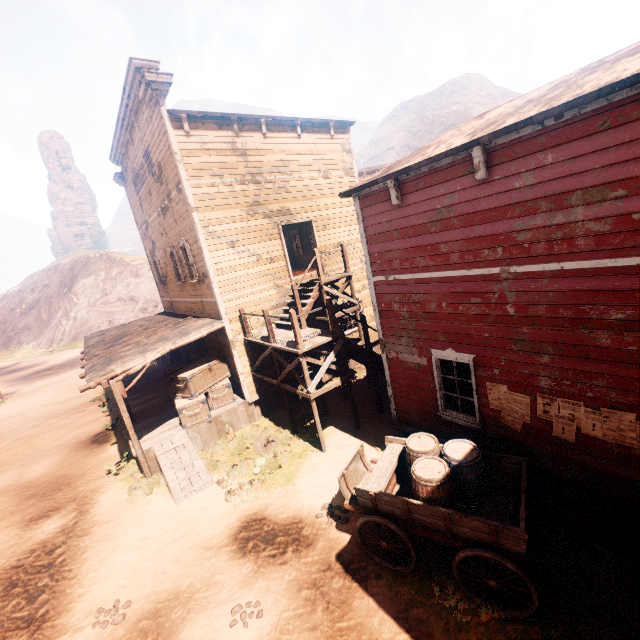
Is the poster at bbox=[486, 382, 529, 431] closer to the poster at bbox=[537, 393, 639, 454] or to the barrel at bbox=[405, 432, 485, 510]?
the poster at bbox=[537, 393, 639, 454]

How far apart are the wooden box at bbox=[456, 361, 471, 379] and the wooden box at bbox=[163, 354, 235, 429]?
7.9m

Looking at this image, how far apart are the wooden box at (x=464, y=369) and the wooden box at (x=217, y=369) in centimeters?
792cm

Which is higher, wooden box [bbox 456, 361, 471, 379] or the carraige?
wooden box [bbox 456, 361, 471, 379]

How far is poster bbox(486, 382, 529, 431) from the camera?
5.9 meters

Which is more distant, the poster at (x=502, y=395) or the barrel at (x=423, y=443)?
the poster at (x=502, y=395)

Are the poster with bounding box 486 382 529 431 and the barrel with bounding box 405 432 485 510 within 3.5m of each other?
yes

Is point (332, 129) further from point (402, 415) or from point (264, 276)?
point (402, 415)
